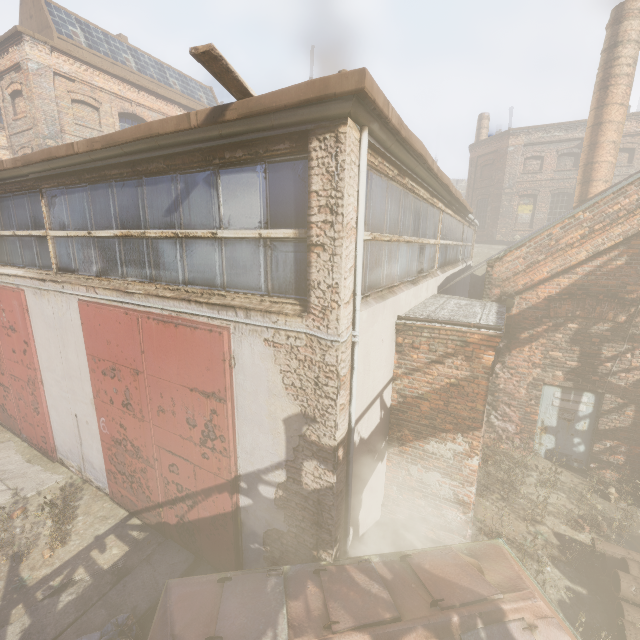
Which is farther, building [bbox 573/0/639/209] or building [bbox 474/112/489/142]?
building [bbox 474/112/489/142]

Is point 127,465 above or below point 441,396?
below

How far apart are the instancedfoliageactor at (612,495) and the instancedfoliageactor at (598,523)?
0.9m

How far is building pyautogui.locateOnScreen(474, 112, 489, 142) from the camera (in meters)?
27.39

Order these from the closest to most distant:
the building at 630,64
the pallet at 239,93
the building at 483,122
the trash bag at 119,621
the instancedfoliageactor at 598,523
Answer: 1. the pallet at 239,93
2. the trash bag at 119,621
3. the instancedfoliageactor at 598,523
4. the building at 630,64
5. the building at 483,122

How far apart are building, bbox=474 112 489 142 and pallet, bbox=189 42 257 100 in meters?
31.5

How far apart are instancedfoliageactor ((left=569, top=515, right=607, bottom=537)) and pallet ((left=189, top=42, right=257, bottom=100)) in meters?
8.9

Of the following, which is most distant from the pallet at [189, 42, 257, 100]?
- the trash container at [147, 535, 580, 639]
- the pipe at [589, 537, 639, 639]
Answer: the pipe at [589, 537, 639, 639]
